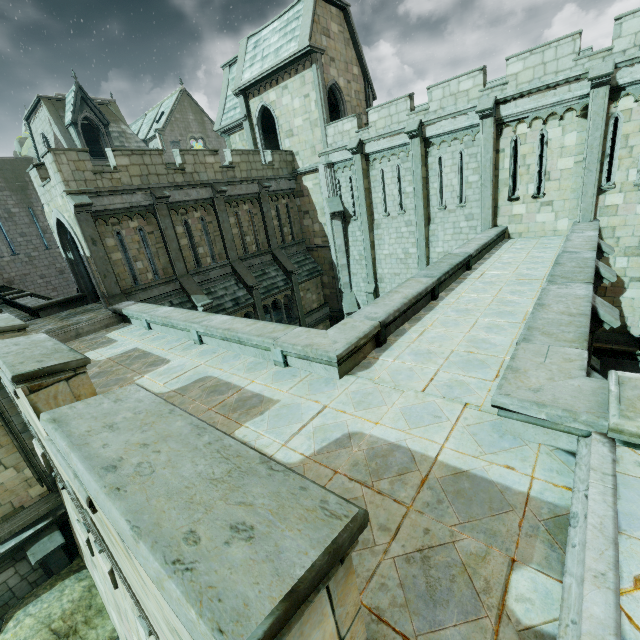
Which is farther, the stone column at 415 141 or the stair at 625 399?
the stone column at 415 141

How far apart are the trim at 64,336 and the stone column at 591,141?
18.4m

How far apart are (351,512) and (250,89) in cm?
2573

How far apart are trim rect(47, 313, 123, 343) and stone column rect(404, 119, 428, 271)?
14.3m

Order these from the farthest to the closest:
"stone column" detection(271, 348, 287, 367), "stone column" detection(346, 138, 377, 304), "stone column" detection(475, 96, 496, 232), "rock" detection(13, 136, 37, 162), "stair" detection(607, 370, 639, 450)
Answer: "rock" detection(13, 136, 37, 162) → "stone column" detection(346, 138, 377, 304) → "stone column" detection(475, 96, 496, 232) → "stone column" detection(271, 348, 287, 367) → "stair" detection(607, 370, 639, 450)

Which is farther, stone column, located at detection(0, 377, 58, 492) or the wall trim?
the wall trim

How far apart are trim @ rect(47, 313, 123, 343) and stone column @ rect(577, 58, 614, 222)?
18.4 meters

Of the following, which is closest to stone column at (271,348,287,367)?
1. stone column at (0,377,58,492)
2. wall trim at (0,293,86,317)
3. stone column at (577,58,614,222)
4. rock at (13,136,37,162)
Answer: stone column at (0,377,58,492)
